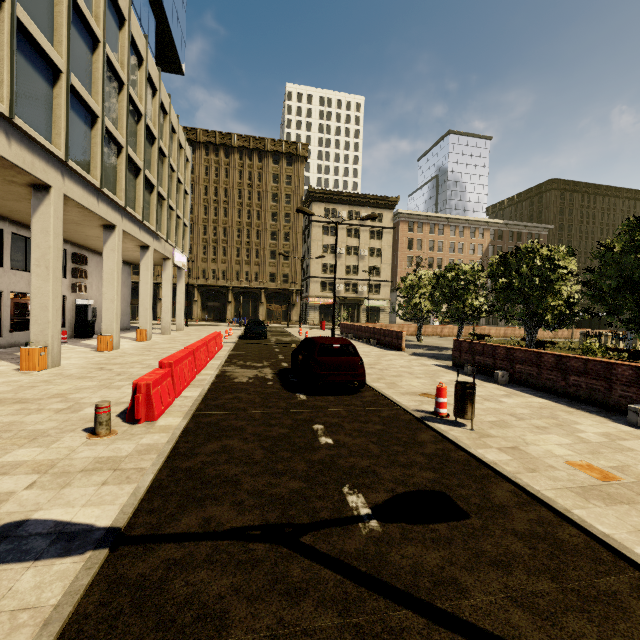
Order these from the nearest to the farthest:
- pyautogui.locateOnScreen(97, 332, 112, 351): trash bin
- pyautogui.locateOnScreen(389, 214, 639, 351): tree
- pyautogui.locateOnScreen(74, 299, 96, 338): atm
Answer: pyautogui.locateOnScreen(389, 214, 639, 351): tree < pyautogui.locateOnScreen(97, 332, 112, 351): trash bin < pyautogui.locateOnScreen(74, 299, 96, 338): atm

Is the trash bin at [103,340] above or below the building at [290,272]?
below

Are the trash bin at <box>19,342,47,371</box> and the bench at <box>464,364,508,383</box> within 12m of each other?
no

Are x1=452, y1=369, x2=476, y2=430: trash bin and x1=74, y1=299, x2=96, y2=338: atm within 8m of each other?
no

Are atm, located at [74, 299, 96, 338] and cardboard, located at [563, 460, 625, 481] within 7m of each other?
no

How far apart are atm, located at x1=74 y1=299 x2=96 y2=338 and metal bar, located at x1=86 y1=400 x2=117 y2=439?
18.29m

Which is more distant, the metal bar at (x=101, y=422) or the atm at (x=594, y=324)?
the atm at (x=594, y=324)

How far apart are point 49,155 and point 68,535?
12.2 meters
